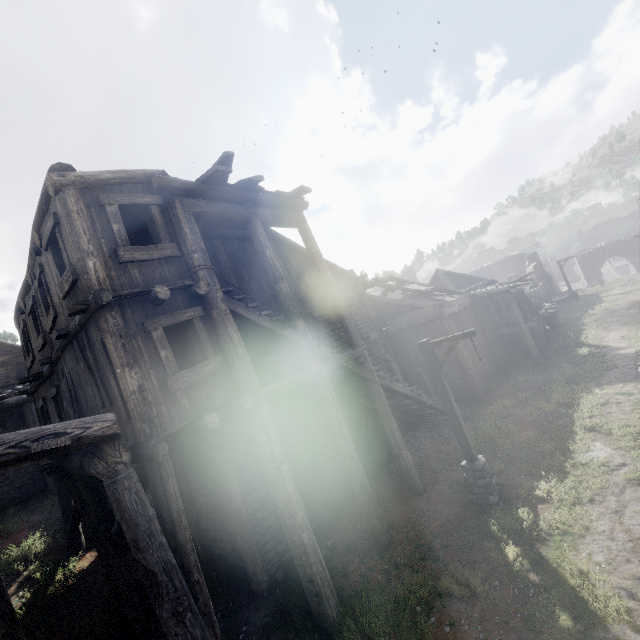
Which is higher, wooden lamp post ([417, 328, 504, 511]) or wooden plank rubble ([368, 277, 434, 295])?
wooden plank rubble ([368, 277, 434, 295])

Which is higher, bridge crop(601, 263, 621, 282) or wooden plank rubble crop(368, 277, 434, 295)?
wooden plank rubble crop(368, 277, 434, 295)

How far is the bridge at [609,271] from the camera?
55.1m

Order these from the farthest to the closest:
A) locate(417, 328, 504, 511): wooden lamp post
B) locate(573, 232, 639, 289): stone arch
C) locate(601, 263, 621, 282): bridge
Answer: locate(601, 263, 621, 282): bridge → locate(573, 232, 639, 289): stone arch → locate(417, 328, 504, 511): wooden lamp post

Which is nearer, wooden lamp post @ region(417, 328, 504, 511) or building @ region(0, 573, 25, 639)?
building @ region(0, 573, 25, 639)

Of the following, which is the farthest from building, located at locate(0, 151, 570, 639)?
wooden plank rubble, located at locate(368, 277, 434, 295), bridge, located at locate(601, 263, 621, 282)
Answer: bridge, located at locate(601, 263, 621, 282)

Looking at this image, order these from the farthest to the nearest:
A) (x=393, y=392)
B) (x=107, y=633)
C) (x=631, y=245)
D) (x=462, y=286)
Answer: (x=631, y=245) → (x=462, y=286) → (x=393, y=392) → (x=107, y=633)

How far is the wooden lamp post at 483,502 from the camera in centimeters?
852cm
